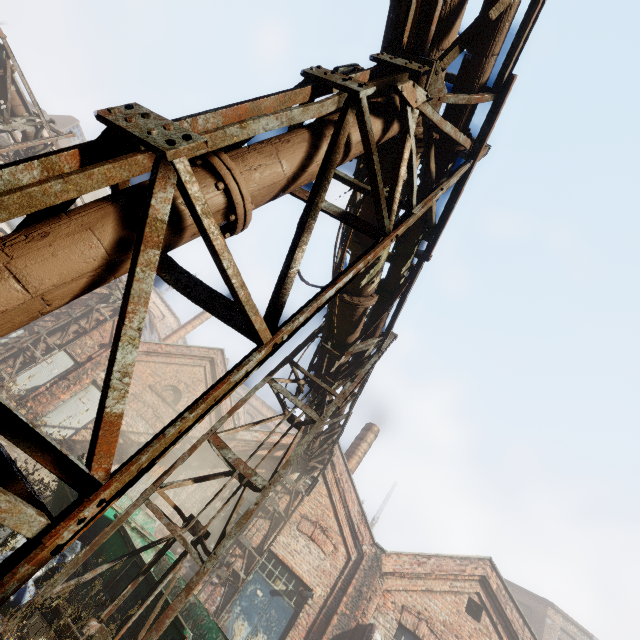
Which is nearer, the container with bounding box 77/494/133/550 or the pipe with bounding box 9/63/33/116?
the container with bounding box 77/494/133/550

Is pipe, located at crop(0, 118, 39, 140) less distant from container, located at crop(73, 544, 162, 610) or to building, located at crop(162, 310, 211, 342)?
container, located at crop(73, 544, 162, 610)

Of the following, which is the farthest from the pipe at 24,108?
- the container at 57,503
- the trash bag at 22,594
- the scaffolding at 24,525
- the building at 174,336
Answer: the building at 174,336

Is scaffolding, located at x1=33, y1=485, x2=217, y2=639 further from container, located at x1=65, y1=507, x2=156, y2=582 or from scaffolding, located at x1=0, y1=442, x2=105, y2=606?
scaffolding, located at x1=0, y1=442, x2=105, y2=606

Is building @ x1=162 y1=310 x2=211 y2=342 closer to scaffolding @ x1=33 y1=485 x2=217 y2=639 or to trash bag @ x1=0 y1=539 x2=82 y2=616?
trash bag @ x1=0 y1=539 x2=82 y2=616

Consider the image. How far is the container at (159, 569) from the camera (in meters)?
4.83

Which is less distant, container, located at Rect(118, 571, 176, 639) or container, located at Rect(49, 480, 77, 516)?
container, located at Rect(118, 571, 176, 639)

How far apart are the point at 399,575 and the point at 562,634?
23.4 meters
